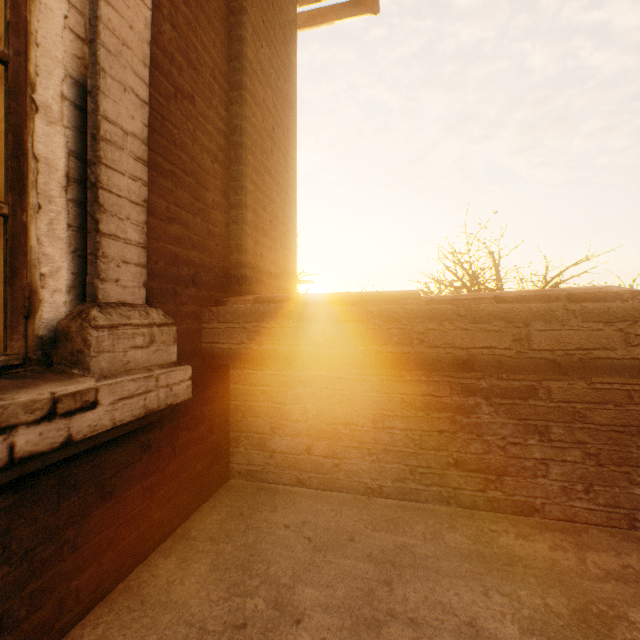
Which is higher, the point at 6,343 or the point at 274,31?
the point at 274,31
